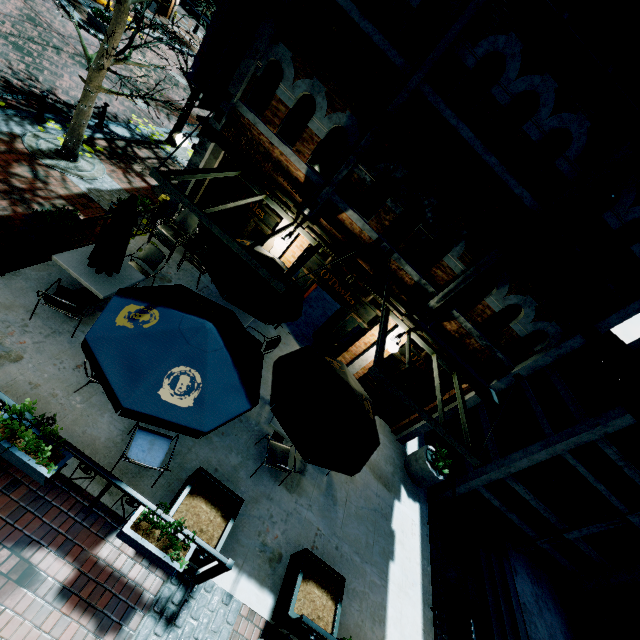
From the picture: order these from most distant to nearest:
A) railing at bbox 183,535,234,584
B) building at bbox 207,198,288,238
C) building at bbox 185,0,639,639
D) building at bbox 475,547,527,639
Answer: building at bbox 207,198,288,238, building at bbox 475,547,527,639, building at bbox 185,0,639,639, railing at bbox 183,535,234,584

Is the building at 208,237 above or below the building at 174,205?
below

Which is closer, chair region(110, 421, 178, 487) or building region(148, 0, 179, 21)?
chair region(110, 421, 178, 487)

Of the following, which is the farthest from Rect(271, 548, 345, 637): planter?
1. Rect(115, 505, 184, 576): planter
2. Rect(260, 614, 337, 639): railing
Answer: Rect(115, 505, 184, 576): planter

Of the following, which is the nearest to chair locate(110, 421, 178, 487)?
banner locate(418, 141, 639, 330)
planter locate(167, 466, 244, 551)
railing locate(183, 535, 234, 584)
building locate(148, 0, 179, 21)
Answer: planter locate(167, 466, 244, 551)

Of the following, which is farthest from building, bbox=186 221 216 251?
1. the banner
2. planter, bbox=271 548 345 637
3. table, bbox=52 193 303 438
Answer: planter, bbox=271 548 345 637

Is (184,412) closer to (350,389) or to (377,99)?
(350,389)

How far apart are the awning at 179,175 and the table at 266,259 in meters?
0.6 m
